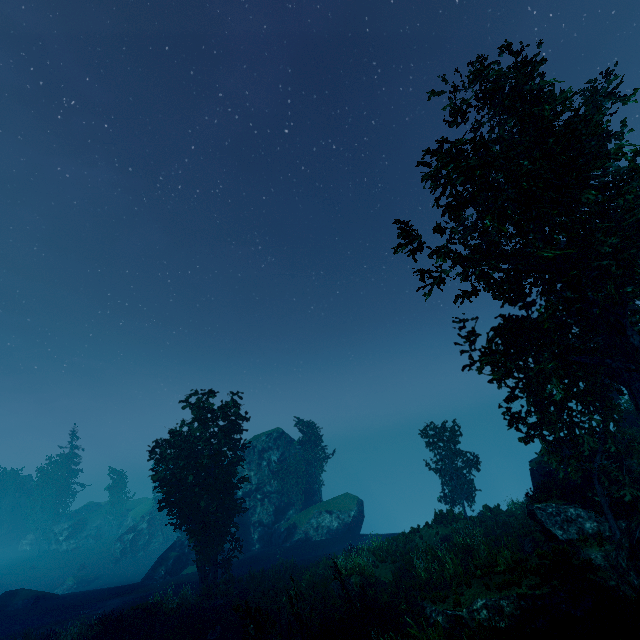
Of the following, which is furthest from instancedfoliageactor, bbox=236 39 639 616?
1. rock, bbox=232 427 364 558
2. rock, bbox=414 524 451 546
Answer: rock, bbox=414 524 451 546

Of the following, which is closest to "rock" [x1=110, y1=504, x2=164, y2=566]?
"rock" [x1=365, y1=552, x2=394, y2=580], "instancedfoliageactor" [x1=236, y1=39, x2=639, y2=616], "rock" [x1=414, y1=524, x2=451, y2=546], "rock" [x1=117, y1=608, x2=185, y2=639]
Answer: "instancedfoliageactor" [x1=236, y1=39, x2=639, y2=616]

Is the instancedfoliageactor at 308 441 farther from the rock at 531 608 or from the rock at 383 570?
the rock at 383 570

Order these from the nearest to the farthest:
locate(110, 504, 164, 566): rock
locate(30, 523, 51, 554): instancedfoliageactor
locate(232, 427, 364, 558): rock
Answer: locate(232, 427, 364, 558): rock, locate(110, 504, 164, 566): rock, locate(30, 523, 51, 554): instancedfoliageactor

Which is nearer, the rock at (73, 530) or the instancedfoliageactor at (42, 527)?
the rock at (73, 530)

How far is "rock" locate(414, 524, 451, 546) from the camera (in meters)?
21.20

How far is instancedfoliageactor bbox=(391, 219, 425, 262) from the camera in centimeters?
1522cm

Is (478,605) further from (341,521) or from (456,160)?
(341,521)
